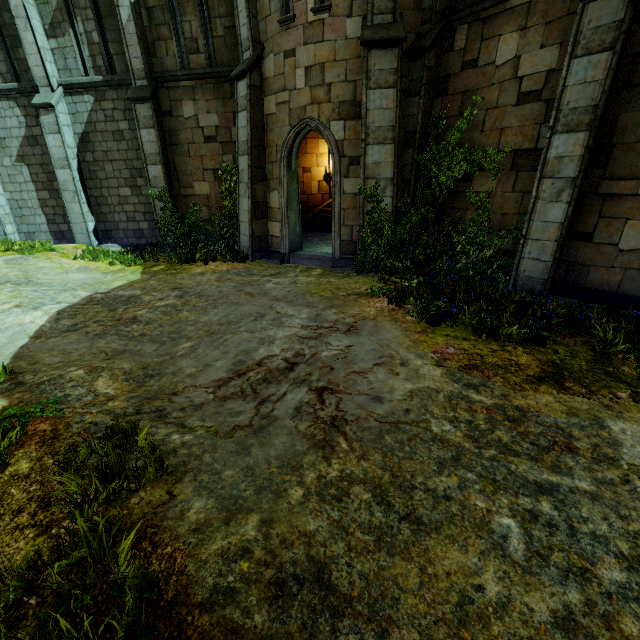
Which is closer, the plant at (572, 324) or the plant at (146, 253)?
the plant at (572, 324)

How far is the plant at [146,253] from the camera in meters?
10.5 m

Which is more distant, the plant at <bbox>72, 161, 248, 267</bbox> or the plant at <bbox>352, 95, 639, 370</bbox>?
the plant at <bbox>72, 161, 248, 267</bbox>

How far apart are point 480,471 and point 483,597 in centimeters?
103cm

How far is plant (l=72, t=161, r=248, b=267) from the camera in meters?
10.5
